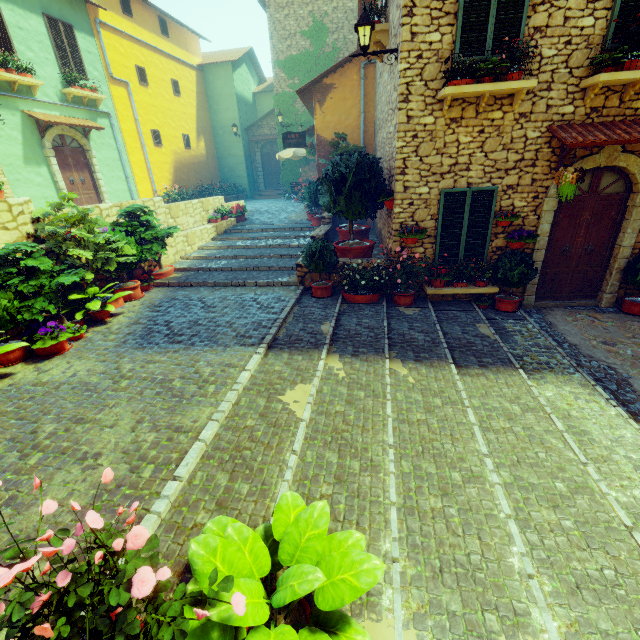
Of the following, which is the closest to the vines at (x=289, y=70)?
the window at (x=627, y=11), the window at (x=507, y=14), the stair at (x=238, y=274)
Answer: the stair at (x=238, y=274)

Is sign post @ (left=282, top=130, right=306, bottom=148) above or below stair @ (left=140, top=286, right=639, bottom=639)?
above

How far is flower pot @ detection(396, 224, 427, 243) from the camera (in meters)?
6.77

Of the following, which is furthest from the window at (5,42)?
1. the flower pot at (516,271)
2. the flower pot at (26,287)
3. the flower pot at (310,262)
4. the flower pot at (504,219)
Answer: the flower pot at (504,219)

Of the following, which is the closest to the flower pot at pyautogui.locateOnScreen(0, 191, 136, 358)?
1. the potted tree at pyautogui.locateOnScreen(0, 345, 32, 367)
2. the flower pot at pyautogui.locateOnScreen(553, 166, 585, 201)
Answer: the potted tree at pyautogui.locateOnScreen(0, 345, 32, 367)

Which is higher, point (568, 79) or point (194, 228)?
point (568, 79)

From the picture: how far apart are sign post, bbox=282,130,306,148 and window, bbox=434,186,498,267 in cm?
840

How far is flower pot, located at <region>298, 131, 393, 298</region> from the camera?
7.0 meters
